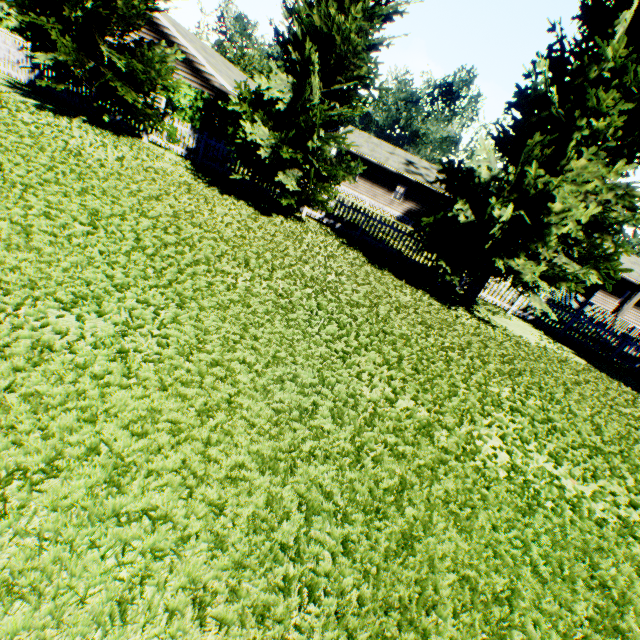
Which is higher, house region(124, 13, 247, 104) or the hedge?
house region(124, 13, 247, 104)

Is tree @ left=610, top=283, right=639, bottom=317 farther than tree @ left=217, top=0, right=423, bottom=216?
Yes

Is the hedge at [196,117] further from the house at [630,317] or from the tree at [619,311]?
the house at [630,317]

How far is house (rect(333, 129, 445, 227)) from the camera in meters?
31.5 m

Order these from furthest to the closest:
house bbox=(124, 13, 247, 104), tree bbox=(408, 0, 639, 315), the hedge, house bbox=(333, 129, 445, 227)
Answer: house bbox=(333, 129, 445, 227), house bbox=(124, 13, 247, 104), the hedge, tree bbox=(408, 0, 639, 315)

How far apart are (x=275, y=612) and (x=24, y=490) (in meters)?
1.63

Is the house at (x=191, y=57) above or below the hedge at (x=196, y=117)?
above

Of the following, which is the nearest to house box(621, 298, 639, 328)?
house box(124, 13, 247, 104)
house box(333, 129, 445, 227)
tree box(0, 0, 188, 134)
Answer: tree box(0, 0, 188, 134)
